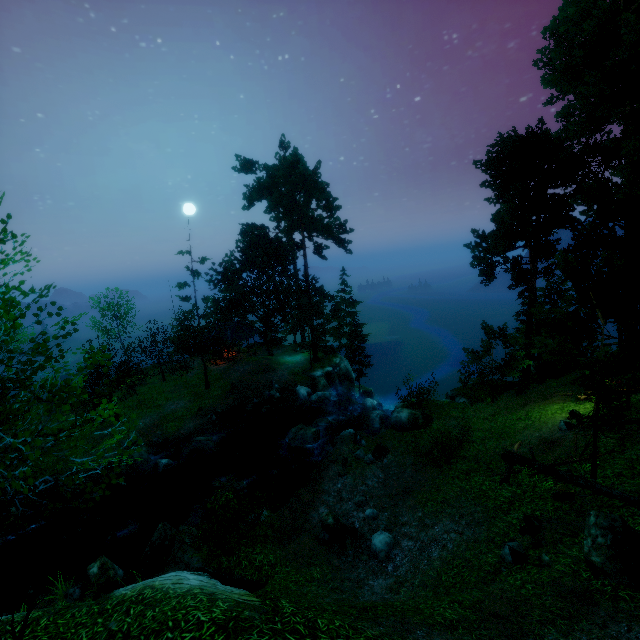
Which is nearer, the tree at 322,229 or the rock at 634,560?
the rock at 634,560

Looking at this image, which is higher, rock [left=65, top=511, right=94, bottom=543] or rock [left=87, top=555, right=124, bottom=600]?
rock [left=87, top=555, right=124, bottom=600]

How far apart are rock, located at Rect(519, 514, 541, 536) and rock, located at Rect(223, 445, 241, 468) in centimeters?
1818cm

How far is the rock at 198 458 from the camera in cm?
2241

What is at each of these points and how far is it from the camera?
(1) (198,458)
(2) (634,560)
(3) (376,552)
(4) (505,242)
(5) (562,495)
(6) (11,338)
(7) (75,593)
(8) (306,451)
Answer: (1) rock, 22.4m
(2) rock, 6.9m
(3) rock, 11.8m
(4) tree, 18.6m
(5) log, 11.1m
(6) tree, 4.2m
(7) rock, 12.5m
(8) rock, 22.0m

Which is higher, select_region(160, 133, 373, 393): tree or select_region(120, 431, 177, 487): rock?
select_region(160, 133, 373, 393): tree

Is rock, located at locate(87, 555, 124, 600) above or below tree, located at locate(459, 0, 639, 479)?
below

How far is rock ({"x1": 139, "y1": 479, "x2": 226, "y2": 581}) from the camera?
11.2m
